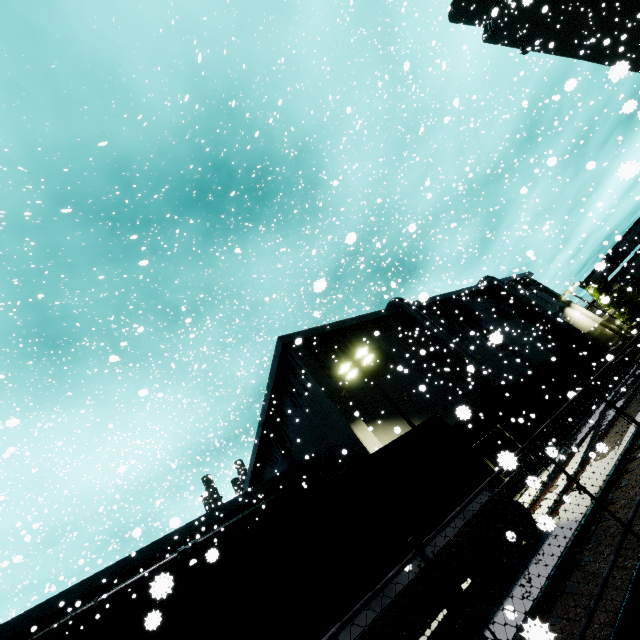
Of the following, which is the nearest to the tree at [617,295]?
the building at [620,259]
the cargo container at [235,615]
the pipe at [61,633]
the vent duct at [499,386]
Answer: the building at [620,259]

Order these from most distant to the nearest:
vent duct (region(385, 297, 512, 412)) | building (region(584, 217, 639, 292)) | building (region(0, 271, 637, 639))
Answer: building (region(584, 217, 639, 292)), vent duct (region(385, 297, 512, 412)), building (region(0, 271, 637, 639))

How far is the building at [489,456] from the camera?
3.0m

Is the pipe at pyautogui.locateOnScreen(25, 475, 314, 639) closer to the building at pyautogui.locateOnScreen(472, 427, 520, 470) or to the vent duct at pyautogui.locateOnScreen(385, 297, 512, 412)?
the building at pyautogui.locateOnScreen(472, 427, 520, 470)

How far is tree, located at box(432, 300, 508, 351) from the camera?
30.08m

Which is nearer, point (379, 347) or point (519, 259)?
point (519, 259)

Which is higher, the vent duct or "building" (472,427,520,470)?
the vent duct

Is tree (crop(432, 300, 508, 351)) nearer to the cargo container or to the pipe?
the cargo container
